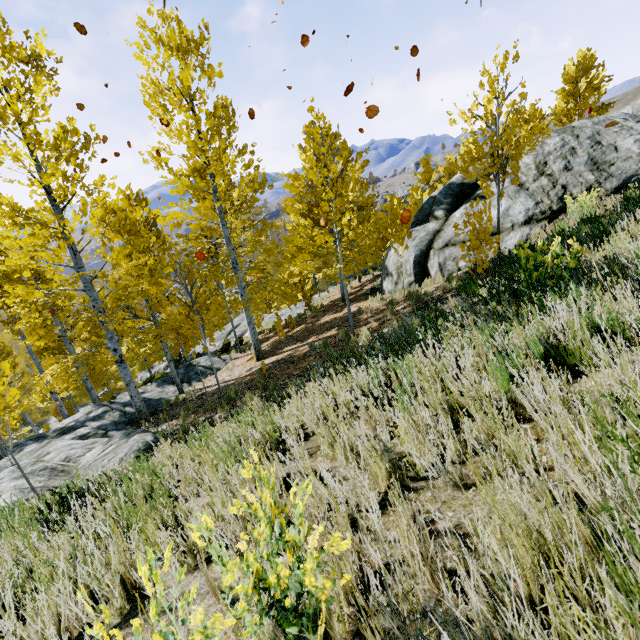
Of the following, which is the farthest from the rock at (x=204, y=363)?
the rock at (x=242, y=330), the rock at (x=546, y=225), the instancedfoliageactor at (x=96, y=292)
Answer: the rock at (x=546, y=225)

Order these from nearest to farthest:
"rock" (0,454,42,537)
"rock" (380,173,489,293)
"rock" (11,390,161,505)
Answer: "rock" (0,454,42,537)
"rock" (11,390,161,505)
"rock" (380,173,489,293)

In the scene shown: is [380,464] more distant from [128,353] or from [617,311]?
[128,353]

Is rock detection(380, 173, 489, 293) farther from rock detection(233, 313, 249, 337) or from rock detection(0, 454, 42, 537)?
rock detection(0, 454, 42, 537)

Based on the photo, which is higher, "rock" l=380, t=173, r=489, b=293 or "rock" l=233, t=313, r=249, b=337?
"rock" l=380, t=173, r=489, b=293

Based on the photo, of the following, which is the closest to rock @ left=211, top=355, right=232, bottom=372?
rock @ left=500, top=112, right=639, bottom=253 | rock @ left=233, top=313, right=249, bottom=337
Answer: rock @ left=233, top=313, right=249, bottom=337

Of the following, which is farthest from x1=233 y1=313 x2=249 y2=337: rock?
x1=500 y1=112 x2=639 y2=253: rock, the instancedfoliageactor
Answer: x1=500 y1=112 x2=639 y2=253: rock

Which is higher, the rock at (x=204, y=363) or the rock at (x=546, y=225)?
the rock at (x=546, y=225)
